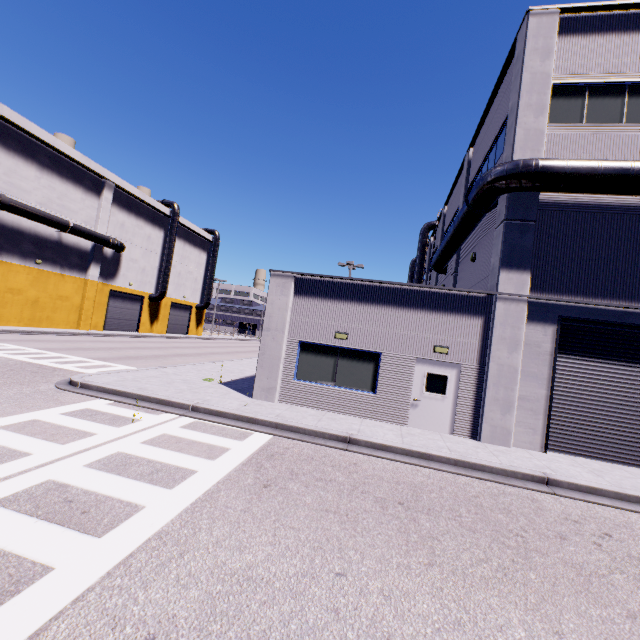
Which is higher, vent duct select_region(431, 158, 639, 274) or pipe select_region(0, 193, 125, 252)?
pipe select_region(0, 193, 125, 252)

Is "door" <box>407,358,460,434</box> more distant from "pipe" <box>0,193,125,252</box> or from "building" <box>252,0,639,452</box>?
"pipe" <box>0,193,125,252</box>

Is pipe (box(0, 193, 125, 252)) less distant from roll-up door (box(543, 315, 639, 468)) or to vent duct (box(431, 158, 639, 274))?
vent duct (box(431, 158, 639, 274))

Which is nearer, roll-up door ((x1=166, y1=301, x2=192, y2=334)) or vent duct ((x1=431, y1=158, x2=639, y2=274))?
vent duct ((x1=431, y1=158, x2=639, y2=274))

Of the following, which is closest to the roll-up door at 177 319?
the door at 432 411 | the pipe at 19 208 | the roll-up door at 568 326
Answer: the pipe at 19 208

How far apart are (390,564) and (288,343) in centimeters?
844cm

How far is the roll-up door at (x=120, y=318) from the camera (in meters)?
34.69

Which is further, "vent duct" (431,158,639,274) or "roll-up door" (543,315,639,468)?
"roll-up door" (543,315,639,468)
